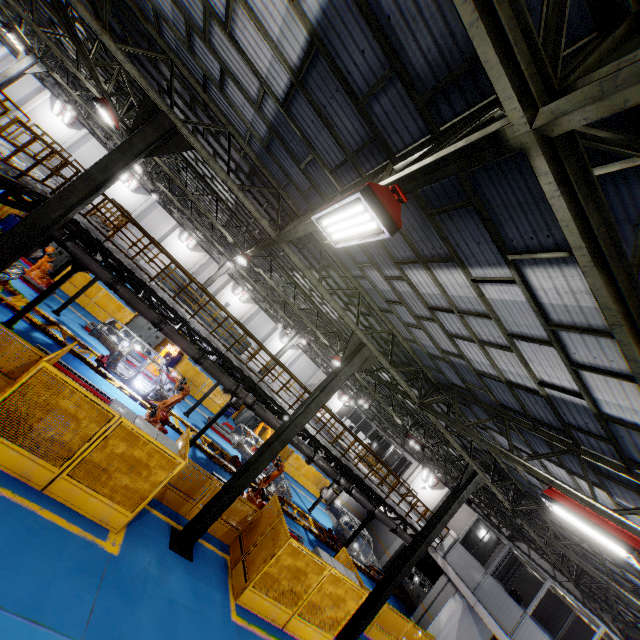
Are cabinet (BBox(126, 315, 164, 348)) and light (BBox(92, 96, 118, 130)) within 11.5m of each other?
yes

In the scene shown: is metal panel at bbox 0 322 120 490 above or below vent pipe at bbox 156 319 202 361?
below

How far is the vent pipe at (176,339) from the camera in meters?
12.2

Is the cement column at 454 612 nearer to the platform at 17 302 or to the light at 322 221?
the platform at 17 302

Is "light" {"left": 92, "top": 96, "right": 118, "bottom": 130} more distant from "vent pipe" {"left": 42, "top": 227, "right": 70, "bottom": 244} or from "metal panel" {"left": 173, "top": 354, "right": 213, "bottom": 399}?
"metal panel" {"left": 173, "top": 354, "right": 213, "bottom": 399}

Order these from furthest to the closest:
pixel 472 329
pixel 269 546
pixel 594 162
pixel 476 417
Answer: pixel 476 417 < pixel 269 546 < pixel 472 329 < pixel 594 162

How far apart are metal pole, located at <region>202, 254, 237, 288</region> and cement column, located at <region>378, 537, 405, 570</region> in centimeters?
2199cm

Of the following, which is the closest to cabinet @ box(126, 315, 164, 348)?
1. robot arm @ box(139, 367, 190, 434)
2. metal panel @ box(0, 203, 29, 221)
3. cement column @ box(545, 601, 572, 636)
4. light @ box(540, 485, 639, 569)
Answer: metal panel @ box(0, 203, 29, 221)
